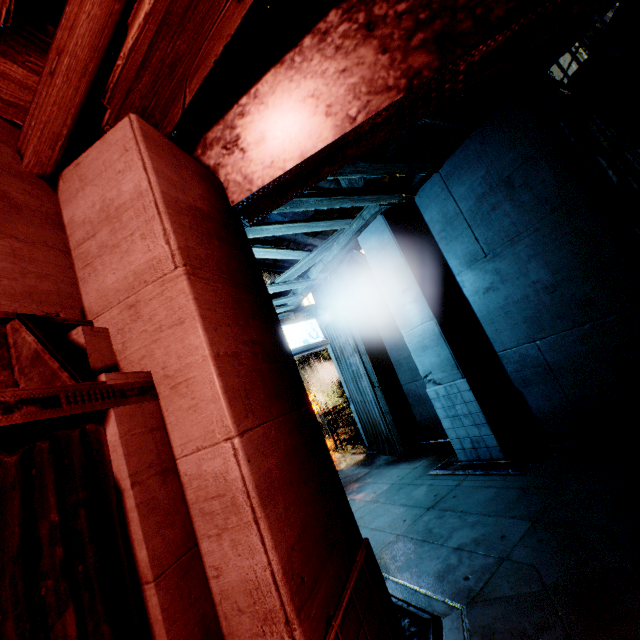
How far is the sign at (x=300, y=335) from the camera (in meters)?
10.14

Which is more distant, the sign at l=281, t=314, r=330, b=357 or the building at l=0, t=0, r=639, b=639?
the sign at l=281, t=314, r=330, b=357

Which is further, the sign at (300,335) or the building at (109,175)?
the sign at (300,335)

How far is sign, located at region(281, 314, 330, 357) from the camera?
10.14m

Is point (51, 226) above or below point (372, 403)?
above
